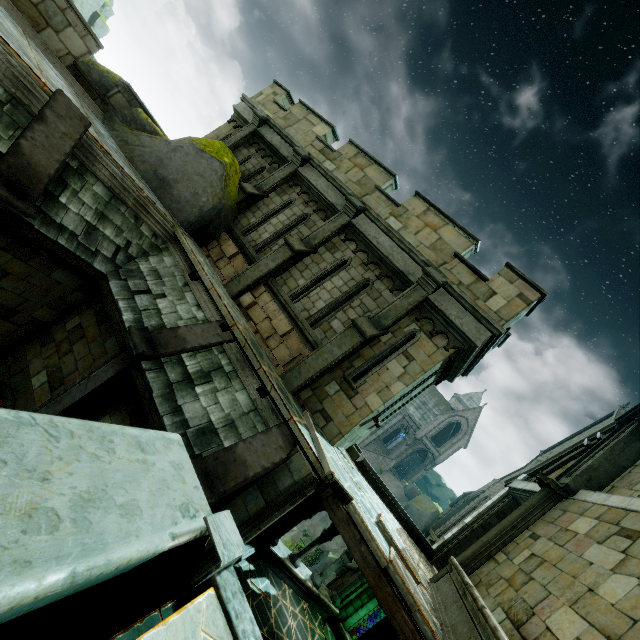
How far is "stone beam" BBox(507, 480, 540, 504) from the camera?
9.6 meters

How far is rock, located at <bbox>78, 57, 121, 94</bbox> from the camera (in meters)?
8.99

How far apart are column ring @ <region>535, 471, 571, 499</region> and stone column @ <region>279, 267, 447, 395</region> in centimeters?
522cm

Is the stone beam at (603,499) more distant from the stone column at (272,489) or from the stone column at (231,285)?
the stone column at (231,285)

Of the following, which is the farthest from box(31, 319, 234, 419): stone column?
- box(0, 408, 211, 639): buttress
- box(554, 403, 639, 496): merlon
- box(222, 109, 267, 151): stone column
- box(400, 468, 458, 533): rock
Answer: box(400, 468, 458, 533): rock

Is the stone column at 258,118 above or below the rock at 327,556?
above

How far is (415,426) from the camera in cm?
4525

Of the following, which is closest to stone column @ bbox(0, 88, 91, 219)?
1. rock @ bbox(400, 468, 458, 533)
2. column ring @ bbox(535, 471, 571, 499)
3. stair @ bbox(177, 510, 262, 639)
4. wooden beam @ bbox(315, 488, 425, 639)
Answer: stair @ bbox(177, 510, 262, 639)
